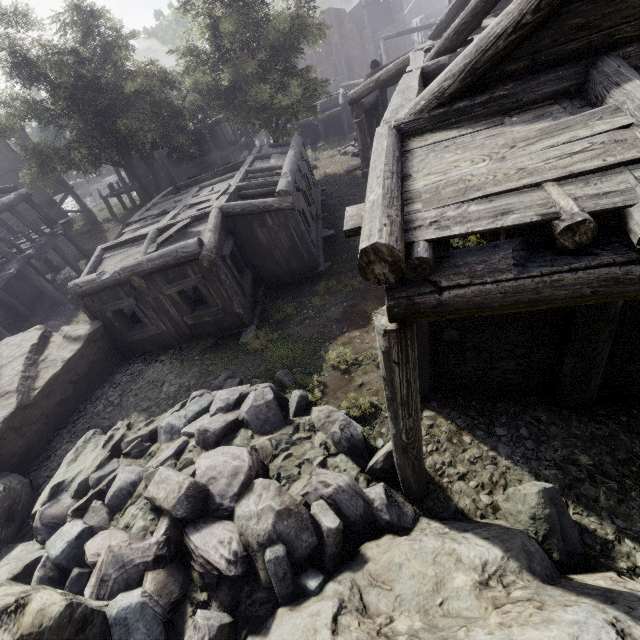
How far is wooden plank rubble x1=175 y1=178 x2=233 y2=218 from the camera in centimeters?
1131cm

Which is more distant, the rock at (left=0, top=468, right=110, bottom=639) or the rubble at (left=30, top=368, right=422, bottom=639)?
the rubble at (left=30, top=368, right=422, bottom=639)

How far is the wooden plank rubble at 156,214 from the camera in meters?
12.0

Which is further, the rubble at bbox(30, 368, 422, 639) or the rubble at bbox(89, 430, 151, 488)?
the rubble at bbox(89, 430, 151, 488)

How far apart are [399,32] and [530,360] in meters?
38.7 m

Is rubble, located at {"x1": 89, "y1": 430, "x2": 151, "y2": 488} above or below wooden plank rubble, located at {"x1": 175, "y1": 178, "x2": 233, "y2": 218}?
below
